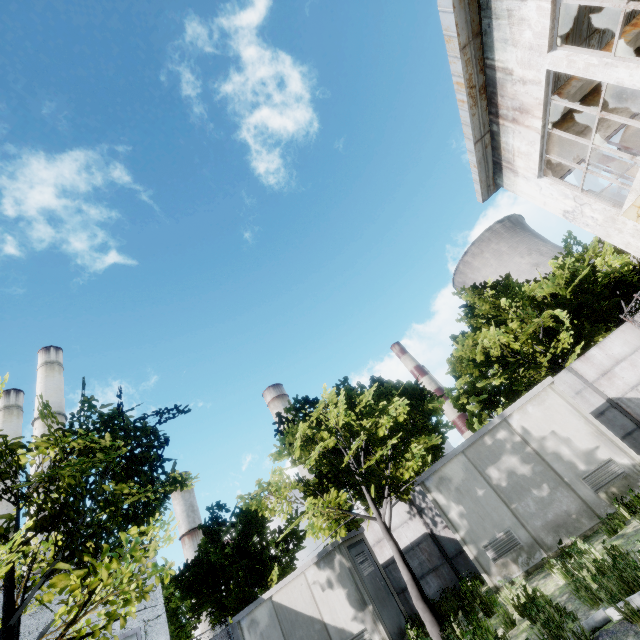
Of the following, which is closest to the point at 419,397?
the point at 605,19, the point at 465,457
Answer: the point at 465,457

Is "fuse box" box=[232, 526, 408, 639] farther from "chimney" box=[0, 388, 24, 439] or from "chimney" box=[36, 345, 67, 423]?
"chimney" box=[0, 388, 24, 439]

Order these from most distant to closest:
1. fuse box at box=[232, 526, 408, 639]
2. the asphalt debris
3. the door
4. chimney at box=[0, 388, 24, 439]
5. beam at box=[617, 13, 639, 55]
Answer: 1. chimney at box=[0, 388, 24, 439]
2. fuse box at box=[232, 526, 408, 639]
3. beam at box=[617, 13, 639, 55]
4. the door
5. the asphalt debris

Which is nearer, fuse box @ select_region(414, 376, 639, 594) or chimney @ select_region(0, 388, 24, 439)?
fuse box @ select_region(414, 376, 639, 594)

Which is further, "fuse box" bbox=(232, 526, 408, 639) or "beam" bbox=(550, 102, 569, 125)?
"fuse box" bbox=(232, 526, 408, 639)

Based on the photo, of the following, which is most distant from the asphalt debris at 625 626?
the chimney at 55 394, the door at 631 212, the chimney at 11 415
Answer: the chimney at 11 415

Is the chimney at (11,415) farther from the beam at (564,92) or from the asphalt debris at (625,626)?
the beam at (564,92)

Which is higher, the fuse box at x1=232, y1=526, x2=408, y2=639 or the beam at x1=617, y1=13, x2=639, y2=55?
the beam at x1=617, y1=13, x2=639, y2=55
